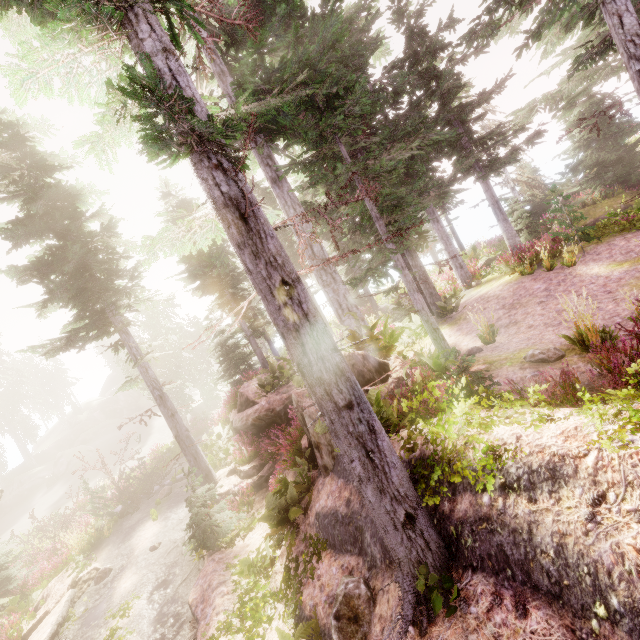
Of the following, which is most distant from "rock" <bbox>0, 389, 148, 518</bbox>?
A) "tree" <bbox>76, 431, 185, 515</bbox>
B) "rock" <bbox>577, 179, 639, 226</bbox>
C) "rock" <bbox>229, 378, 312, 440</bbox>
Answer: "rock" <bbox>577, 179, 639, 226</bbox>

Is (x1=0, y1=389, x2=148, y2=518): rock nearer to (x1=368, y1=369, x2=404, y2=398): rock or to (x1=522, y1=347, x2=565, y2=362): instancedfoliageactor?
(x1=522, y1=347, x2=565, y2=362): instancedfoliageactor

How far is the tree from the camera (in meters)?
17.91

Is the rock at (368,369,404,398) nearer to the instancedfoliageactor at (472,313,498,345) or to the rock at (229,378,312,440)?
the instancedfoliageactor at (472,313,498,345)

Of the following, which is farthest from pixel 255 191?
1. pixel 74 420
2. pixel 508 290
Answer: pixel 74 420

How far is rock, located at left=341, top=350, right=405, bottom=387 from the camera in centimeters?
734cm

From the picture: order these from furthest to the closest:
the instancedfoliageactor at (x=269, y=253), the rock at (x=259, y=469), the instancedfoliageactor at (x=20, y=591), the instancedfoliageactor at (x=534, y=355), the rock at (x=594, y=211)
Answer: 1. the rock at (x=594, y=211)
2. the instancedfoliageactor at (x=20, y=591)
3. the rock at (x=259, y=469)
4. the instancedfoliageactor at (x=534, y=355)
5. the instancedfoliageactor at (x=269, y=253)

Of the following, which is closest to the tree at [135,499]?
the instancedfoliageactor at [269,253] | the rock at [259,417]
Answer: the instancedfoliageactor at [269,253]
